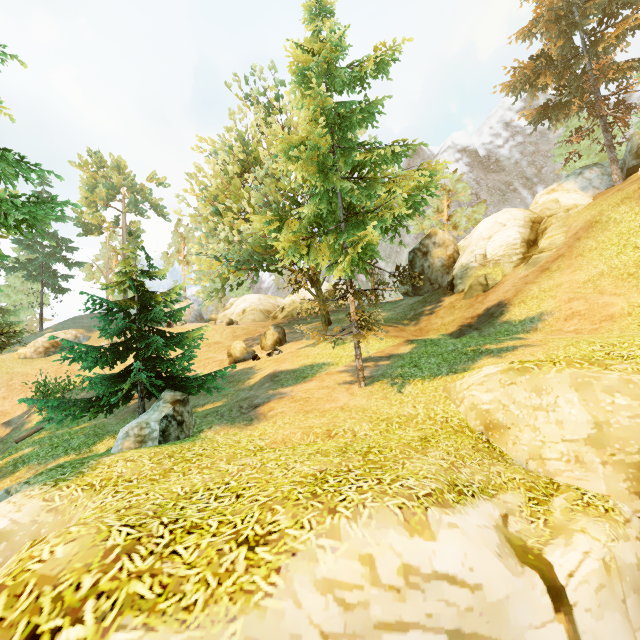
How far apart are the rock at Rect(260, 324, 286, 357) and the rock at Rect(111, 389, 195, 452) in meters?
11.3

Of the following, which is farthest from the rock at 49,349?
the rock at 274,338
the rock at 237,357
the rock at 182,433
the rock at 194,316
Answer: the rock at 182,433

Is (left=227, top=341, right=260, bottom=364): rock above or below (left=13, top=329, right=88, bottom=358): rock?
below

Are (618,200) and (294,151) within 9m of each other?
no

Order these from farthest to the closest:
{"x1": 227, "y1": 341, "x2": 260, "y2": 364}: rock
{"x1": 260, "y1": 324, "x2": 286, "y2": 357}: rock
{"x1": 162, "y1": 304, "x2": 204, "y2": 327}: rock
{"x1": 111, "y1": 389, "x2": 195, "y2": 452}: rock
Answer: {"x1": 162, "y1": 304, "x2": 204, "y2": 327}: rock, {"x1": 227, "y1": 341, "x2": 260, "y2": 364}: rock, {"x1": 260, "y1": 324, "x2": 286, "y2": 357}: rock, {"x1": 111, "y1": 389, "x2": 195, "y2": 452}: rock

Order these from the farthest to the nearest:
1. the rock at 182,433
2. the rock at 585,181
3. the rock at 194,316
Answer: the rock at 194,316 < the rock at 585,181 < the rock at 182,433

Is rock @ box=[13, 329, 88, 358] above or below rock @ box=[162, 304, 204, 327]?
below

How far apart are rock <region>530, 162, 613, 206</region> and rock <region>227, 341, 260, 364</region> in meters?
23.6 m
